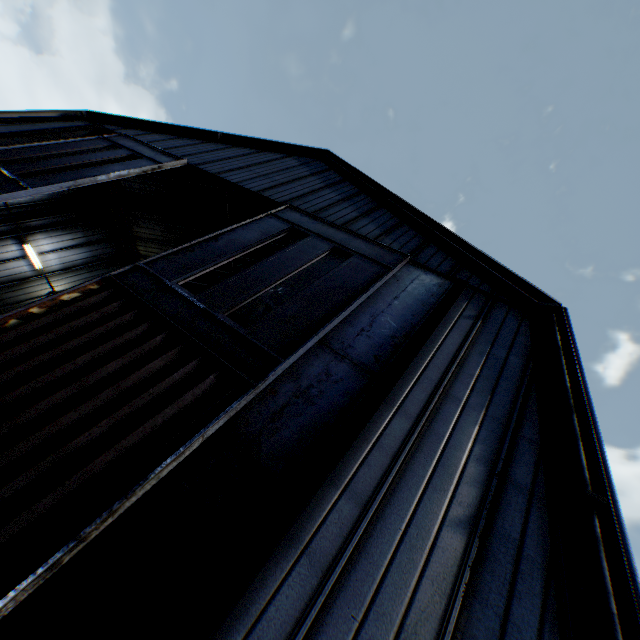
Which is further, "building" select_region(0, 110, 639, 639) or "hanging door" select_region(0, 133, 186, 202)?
"hanging door" select_region(0, 133, 186, 202)

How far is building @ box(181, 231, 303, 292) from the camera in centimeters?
1988cm

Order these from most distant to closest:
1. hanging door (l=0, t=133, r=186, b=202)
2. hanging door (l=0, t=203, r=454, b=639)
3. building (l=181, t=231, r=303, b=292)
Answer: building (l=181, t=231, r=303, b=292) < hanging door (l=0, t=133, r=186, b=202) < hanging door (l=0, t=203, r=454, b=639)

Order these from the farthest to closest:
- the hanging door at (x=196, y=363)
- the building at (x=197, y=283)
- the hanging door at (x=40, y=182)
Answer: the building at (x=197, y=283), the hanging door at (x=40, y=182), the hanging door at (x=196, y=363)

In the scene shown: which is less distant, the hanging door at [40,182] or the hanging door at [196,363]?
the hanging door at [196,363]

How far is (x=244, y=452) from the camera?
4.72m
